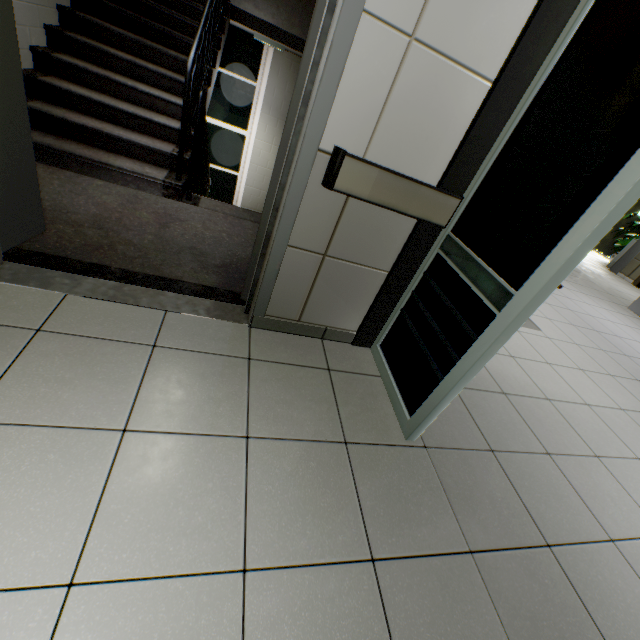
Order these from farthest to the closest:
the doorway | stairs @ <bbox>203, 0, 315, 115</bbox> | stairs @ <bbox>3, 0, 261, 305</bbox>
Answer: stairs @ <bbox>203, 0, 315, 115</bbox>
stairs @ <bbox>3, 0, 261, 305</bbox>
the doorway

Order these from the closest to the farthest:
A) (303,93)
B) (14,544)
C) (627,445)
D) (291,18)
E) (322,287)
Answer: (14,544) < (303,93) < (322,287) < (627,445) < (291,18)

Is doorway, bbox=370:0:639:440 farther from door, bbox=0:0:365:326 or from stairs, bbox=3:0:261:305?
door, bbox=0:0:365:326

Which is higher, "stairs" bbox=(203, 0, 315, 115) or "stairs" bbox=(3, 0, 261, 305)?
"stairs" bbox=(203, 0, 315, 115)

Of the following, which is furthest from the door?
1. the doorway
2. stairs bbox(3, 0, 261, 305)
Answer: the doorway

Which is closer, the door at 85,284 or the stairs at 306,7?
the door at 85,284
